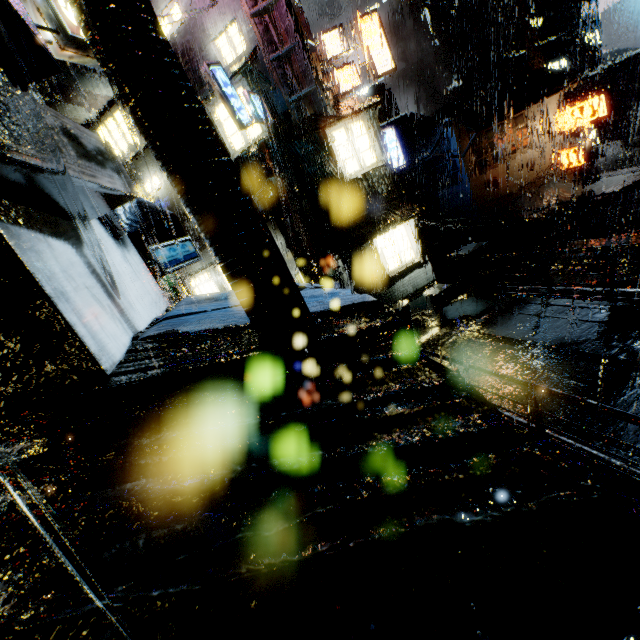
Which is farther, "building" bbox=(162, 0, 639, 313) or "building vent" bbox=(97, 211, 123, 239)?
"building" bbox=(162, 0, 639, 313)

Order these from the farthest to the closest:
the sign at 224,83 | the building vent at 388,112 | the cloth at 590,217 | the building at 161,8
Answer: the building vent at 388,112 < the cloth at 590,217 < the building at 161,8 < the sign at 224,83

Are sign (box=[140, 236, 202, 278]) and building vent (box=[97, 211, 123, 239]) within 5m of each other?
yes

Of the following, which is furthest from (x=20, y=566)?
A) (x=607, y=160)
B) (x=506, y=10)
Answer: (x=506, y=10)

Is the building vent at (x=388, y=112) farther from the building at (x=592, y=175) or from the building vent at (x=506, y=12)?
the building vent at (x=506, y=12)

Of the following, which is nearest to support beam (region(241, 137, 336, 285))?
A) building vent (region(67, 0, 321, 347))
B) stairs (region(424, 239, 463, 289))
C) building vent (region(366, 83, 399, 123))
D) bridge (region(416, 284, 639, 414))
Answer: bridge (region(416, 284, 639, 414))

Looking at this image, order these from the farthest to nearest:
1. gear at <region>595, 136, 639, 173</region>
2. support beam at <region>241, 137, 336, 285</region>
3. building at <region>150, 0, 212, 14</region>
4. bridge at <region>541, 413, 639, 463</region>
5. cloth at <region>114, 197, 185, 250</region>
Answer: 1. gear at <region>595, 136, 639, 173</region>
2. building at <region>150, 0, 212, 14</region>
3. support beam at <region>241, 137, 336, 285</region>
4. cloth at <region>114, 197, 185, 250</region>
5. bridge at <region>541, 413, 639, 463</region>

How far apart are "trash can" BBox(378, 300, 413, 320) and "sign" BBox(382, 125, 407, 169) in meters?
12.3 m
